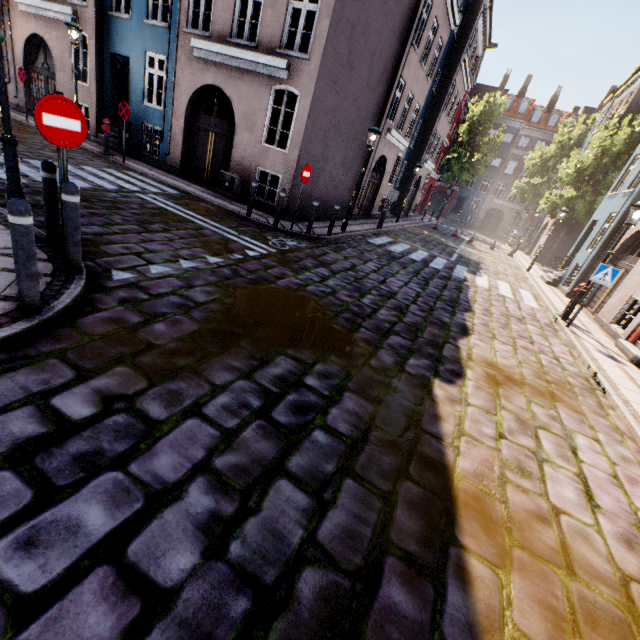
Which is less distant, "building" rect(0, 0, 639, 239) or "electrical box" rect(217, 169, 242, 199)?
"building" rect(0, 0, 639, 239)

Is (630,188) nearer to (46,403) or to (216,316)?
(216,316)

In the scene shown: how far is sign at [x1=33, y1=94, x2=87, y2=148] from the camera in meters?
3.5

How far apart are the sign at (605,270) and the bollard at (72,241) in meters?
11.4

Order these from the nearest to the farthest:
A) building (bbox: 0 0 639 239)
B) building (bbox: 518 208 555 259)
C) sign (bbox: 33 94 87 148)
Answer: sign (bbox: 33 94 87 148)
building (bbox: 0 0 639 239)
building (bbox: 518 208 555 259)

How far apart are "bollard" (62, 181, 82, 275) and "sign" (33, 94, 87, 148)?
0.6 meters

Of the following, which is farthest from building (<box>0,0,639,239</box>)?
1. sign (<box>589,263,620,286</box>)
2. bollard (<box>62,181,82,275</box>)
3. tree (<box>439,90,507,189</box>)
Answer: bollard (<box>62,181,82,275</box>)

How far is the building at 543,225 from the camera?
26.87m
